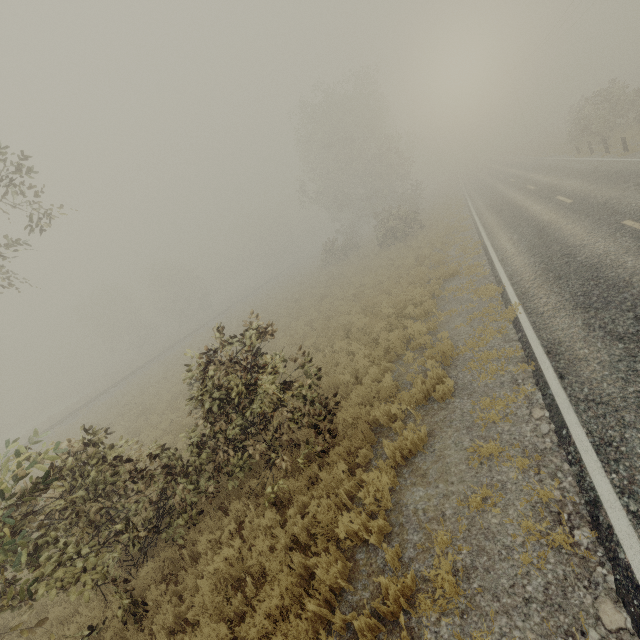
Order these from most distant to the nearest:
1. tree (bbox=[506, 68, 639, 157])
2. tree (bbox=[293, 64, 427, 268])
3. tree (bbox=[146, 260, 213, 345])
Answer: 1. tree (bbox=[146, 260, 213, 345])
2. tree (bbox=[293, 64, 427, 268])
3. tree (bbox=[506, 68, 639, 157])

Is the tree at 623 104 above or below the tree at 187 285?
below

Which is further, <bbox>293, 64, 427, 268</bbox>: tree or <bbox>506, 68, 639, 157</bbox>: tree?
<bbox>293, 64, 427, 268</bbox>: tree

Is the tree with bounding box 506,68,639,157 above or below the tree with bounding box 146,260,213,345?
below

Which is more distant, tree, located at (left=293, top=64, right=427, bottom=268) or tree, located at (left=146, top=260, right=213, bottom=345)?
tree, located at (left=146, top=260, right=213, bottom=345)

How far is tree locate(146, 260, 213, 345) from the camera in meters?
55.0 m

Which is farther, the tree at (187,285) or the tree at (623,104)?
the tree at (187,285)

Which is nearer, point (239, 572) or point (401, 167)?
point (239, 572)
